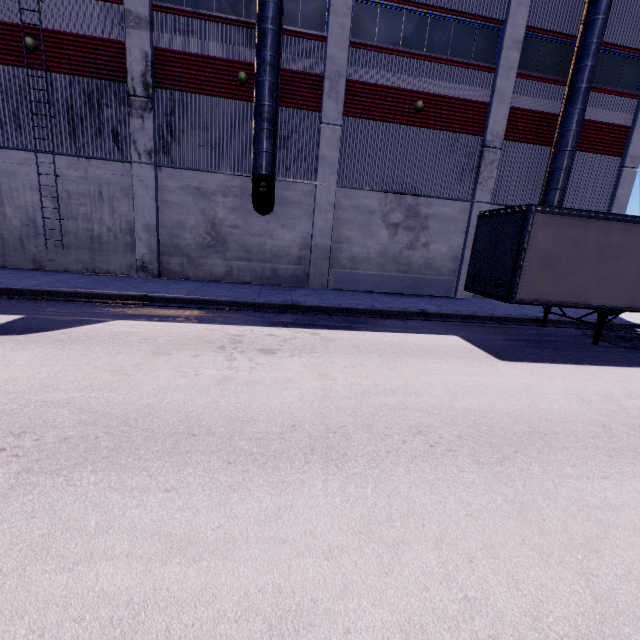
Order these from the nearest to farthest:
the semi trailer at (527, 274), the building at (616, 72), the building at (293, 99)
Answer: the semi trailer at (527, 274)
the building at (293, 99)
the building at (616, 72)

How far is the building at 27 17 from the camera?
12.23m

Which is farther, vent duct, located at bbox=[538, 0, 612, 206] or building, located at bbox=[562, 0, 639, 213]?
building, located at bbox=[562, 0, 639, 213]

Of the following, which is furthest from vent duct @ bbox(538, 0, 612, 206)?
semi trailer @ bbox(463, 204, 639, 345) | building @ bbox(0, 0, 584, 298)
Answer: semi trailer @ bbox(463, 204, 639, 345)

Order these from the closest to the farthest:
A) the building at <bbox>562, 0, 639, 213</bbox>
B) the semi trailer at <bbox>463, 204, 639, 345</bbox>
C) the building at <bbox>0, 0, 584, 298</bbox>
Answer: the semi trailer at <bbox>463, 204, 639, 345</bbox>
the building at <bbox>0, 0, 584, 298</bbox>
the building at <bbox>562, 0, 639, 213</bbox>

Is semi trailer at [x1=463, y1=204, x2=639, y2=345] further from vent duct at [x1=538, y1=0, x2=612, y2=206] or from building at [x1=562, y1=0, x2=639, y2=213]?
vent duct at [x1=538, y1=0, x2=612, y2=206]

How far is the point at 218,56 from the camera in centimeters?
1338cm
